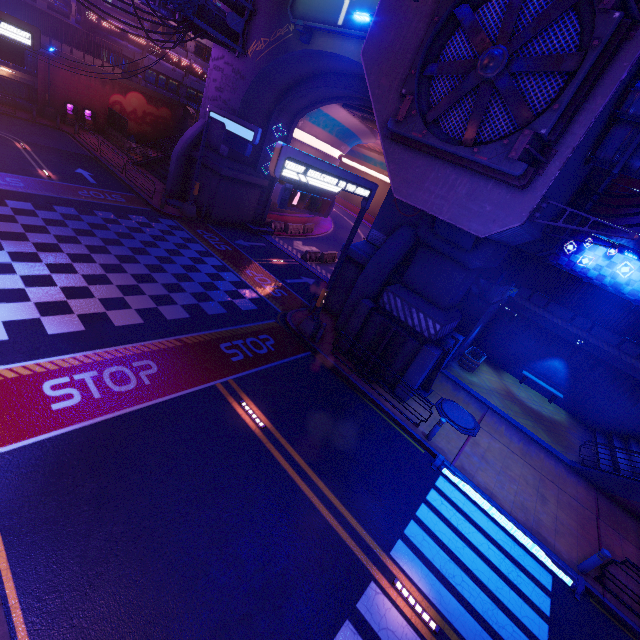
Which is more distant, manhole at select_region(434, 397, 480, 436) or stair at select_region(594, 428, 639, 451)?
stair at select_region(594, 428, 639, 451)

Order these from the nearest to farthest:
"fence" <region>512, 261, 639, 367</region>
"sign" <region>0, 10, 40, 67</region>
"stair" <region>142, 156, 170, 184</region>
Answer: "sign" <region>0, 10, 40, 67</region>
"fence" <region>512, 261, 639, 367</region>
"stair" <region>142, 156, 170, 184</region>

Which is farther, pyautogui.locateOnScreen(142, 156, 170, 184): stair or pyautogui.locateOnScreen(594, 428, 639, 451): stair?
pyautogui.locateOnScreen(142, 156, 170, 184): stair

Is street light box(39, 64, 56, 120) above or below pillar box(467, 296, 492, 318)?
below

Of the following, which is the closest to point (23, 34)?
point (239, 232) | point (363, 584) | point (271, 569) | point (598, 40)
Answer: point (239, 232)

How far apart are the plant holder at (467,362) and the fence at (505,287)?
3.4 meters

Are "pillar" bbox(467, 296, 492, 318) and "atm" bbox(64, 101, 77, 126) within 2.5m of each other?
no

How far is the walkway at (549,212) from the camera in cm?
999
